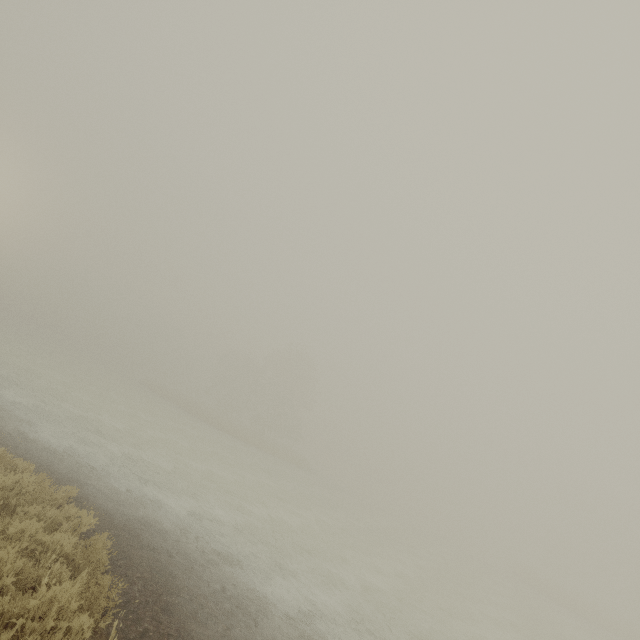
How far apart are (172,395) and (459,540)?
52.1m
